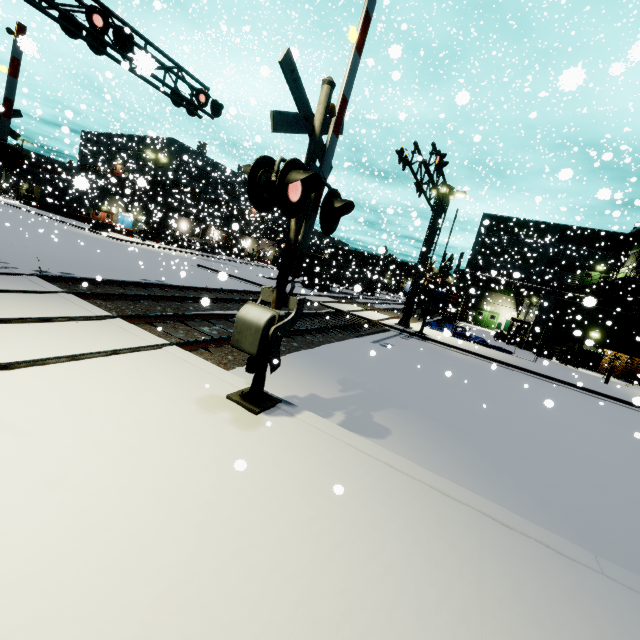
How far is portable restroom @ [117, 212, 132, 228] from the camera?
38.4 meters

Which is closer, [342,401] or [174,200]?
[342,401]

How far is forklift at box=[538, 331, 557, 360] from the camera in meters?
25.2 m

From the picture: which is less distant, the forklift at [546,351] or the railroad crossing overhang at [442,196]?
the railroad crossing overhang at [442,196]

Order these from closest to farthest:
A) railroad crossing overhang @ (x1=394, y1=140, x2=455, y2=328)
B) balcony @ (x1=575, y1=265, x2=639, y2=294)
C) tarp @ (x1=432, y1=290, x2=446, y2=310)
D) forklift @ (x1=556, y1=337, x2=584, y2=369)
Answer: railroad crossing overhang @ (x1=394, y1=140, x2=455, y2=328), forklift @ (x1=556, y1=337, x2=584, y2=369), balcony @ (x1=575, y1=265, x2=639, y2=294), tarp @ (x1=432, y1=290, x2=446, y2=310)

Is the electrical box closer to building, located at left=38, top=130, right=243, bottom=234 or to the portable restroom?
building, located at left=38, top=130, right=243, bottom=234

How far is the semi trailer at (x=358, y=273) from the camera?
35.8m

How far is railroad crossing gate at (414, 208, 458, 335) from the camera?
18.4m
